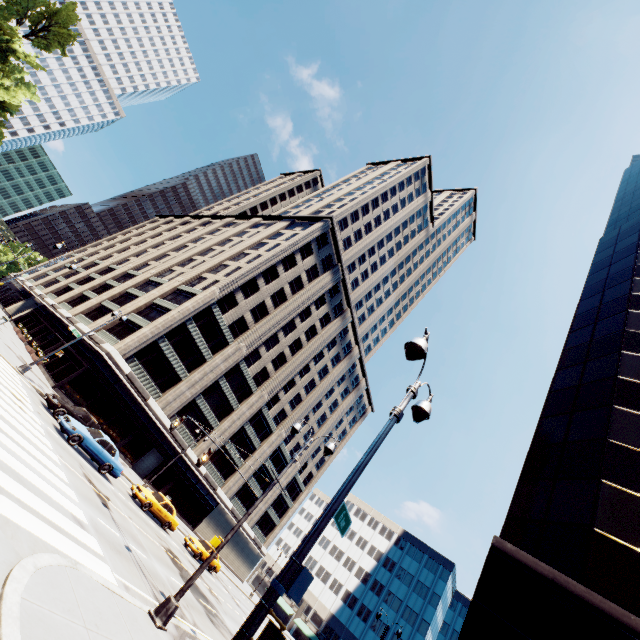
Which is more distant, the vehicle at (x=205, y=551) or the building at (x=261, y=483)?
the building at (x=261, y=483)

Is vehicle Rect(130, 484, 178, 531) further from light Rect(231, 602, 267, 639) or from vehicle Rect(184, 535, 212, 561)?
light Rect(231, 602, 267, 639)

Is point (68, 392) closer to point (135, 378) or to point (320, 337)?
point (135, 378)

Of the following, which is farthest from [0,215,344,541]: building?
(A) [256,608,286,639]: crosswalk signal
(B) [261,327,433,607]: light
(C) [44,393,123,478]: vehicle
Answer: (A) [256,608,286,639]: crosswalk signal

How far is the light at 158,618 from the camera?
9.1 meters

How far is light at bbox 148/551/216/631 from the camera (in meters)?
9.05

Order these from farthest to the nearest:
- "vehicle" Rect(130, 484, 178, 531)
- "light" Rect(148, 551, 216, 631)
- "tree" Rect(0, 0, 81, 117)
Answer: "tree" Rect(0, 0, 81, 117) → "vehicle" Rect(130, 484, 178, 531) → "light" Rect(148, 551, 216, 631)

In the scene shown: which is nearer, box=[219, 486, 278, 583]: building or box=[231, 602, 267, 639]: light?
box=[231, 602, 267, 639]: light
